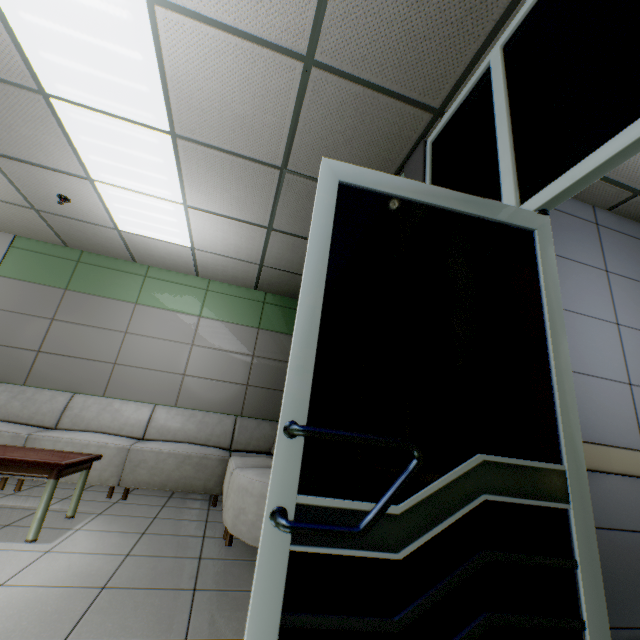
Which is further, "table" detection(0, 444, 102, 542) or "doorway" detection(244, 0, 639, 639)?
"table" detection(0, 444, 102, 542)

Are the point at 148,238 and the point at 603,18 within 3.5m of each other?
no

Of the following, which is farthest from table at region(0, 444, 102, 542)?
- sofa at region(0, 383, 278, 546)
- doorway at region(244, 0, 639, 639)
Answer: doorway at region(244, 0, 639, 639)

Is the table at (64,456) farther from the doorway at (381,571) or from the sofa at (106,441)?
the doorway at (381,571)

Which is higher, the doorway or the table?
the doorway

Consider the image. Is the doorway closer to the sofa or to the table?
the sofa
